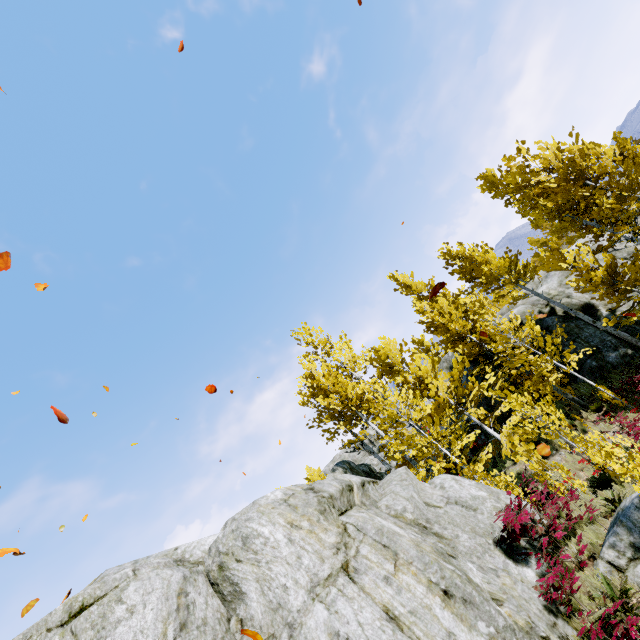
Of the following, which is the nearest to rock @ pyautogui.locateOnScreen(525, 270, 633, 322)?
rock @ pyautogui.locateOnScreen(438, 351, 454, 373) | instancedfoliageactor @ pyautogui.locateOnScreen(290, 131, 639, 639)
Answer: instancedfoliageactor @ pyautogui.locateOnScreen(290, 131, 639, 639)

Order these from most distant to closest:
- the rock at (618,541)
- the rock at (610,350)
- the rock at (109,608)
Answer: the rock at (610,350), the rock at (618,541), the rock at (109,608)

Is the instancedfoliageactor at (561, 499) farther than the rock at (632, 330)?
No

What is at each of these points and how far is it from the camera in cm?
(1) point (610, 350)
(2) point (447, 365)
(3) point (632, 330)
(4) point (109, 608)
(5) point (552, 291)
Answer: (1) rock, 1452
(2) rock, 2148
(3) rock, 1463
(4) rock, 518
(5) rock, 1784

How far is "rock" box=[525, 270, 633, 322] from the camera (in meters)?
15.96
